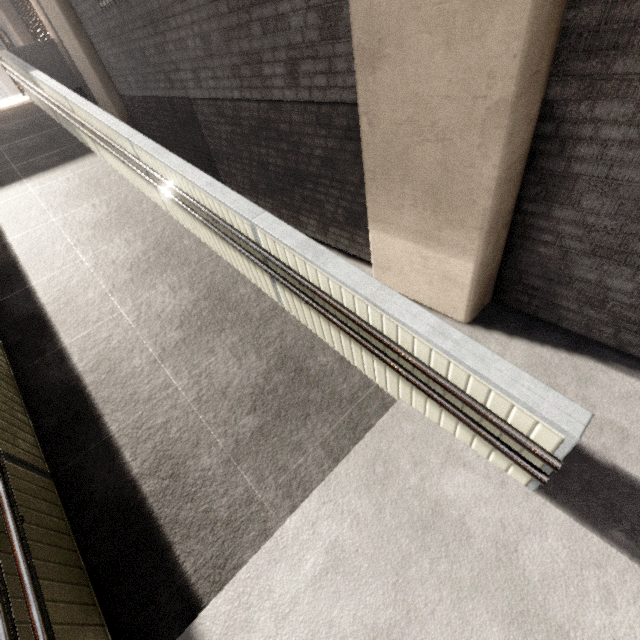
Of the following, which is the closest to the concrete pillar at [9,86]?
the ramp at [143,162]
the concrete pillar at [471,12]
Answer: the ramp at [143,162]

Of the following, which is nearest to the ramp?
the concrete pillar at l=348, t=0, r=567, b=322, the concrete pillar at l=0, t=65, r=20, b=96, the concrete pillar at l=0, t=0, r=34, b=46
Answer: the concrete pillar at l=348, t=0, r=567, b=322

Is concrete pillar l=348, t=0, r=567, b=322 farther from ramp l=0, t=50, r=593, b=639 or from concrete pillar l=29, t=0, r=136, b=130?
concrete pillar l=29, t=0, r=136, b=130

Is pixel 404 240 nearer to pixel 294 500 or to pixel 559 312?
pixel 559 312

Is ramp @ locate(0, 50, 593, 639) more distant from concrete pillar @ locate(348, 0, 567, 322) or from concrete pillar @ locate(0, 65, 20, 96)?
concrete pillar @ locate(0, 65, 20, 96)

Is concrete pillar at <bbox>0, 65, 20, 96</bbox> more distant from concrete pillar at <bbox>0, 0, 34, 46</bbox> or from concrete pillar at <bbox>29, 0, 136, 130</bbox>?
concrete pillar at <bbox>29, 0, 136, 130</bbox>

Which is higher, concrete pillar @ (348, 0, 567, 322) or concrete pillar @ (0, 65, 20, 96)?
concrete pillar @ (0, 65, 20, 96)

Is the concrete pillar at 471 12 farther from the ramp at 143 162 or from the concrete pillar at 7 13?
the concrete pillar at 7 13
